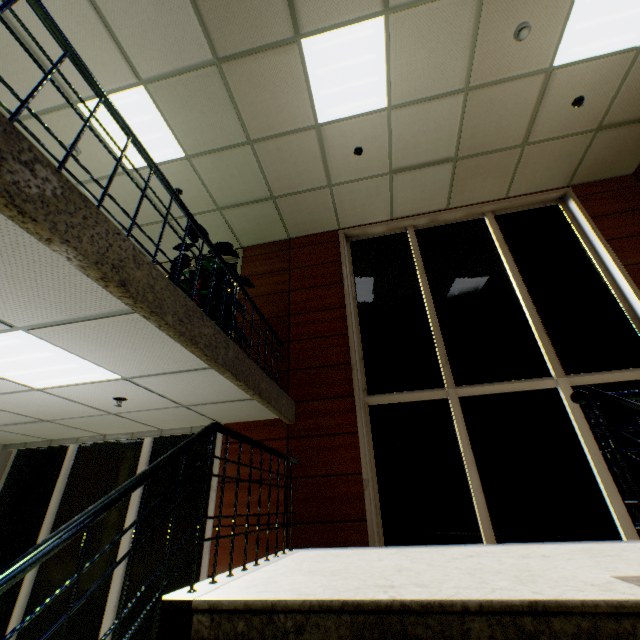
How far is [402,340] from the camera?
4.99m

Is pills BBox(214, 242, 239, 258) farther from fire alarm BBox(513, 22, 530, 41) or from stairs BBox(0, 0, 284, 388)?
fire alarm BBox(513, 22, 530, 41)

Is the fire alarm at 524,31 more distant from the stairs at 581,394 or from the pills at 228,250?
the pills at 228,250

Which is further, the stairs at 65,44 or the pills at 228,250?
the pills at 228,250

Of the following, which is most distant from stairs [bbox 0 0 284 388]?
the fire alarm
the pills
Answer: the fire alarm

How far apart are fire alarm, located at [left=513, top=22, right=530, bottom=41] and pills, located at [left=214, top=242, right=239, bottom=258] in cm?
463
